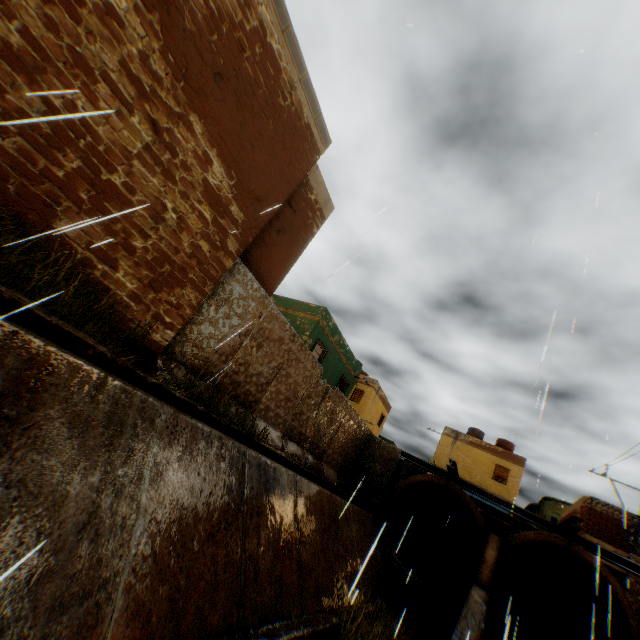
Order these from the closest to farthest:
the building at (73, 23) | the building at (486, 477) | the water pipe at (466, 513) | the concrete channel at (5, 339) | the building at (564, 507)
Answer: the concrete channel at (5, 339) → the building at (73, 23) → the water pipe at (466, 513) → the building at (564, 507) → the building at (486, 477)

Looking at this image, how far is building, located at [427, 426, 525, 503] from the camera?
27.42m

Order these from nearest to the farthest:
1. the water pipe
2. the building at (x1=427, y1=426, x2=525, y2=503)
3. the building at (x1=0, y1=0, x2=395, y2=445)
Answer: the building at (x1=0, y1=0, x2=395, y2=445), the water pipe, the building at (x1=427, y1=426, x2=525, y2=503)

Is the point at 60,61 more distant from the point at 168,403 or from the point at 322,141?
the point at 322,141

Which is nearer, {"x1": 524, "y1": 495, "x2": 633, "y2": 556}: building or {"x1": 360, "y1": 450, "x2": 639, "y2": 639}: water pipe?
{"x1": 360, "y1": 450, "x2": 639, "y2": 639}: water pipe

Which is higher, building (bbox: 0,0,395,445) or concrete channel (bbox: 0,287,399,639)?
building (bbox: 0,0,395,445)

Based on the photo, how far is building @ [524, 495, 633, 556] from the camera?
21.3 meters

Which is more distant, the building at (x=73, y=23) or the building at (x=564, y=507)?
A: the building at (x=564, y=507)
